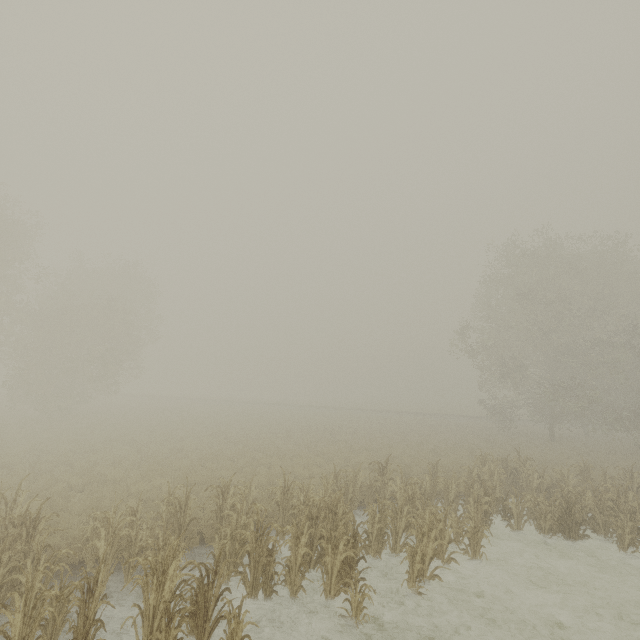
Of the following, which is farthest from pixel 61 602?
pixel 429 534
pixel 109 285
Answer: pixel 109 285
